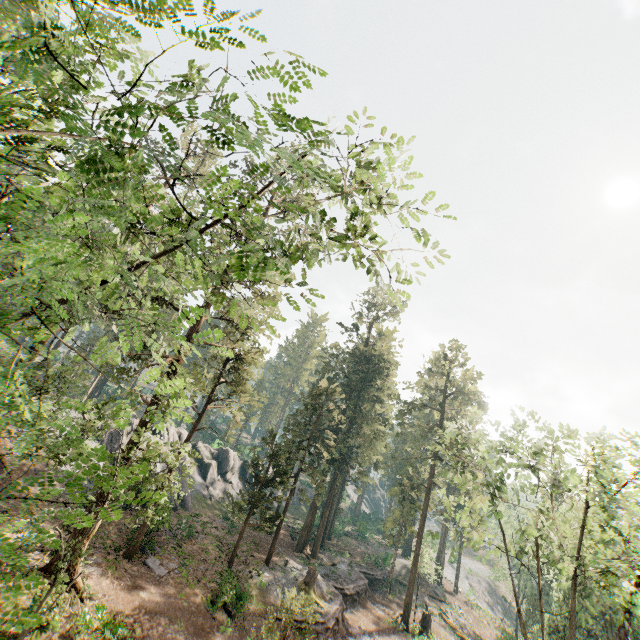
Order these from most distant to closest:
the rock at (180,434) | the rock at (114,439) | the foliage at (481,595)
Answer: the foliage at (481,595)
the rock at (180,434)
the rock at (114,439)

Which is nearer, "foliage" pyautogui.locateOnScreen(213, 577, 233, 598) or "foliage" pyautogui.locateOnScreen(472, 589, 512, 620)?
"foliage" pyautogui.locateOnScreen(213, 577, 233, 598)

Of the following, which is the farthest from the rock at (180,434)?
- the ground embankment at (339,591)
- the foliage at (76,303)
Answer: the ground embankment at (339,591)

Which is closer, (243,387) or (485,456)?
(485,456)

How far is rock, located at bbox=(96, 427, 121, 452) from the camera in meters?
31.4 m

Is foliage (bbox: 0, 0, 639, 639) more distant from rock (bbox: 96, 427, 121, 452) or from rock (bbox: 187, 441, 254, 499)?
rock (bbox: 187, 441, 254, 499)

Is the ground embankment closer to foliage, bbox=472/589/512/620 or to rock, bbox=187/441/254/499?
foliage, bbox=472/589/512/620

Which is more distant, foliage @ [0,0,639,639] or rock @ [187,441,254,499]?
rock @ [187,441,254,499]
